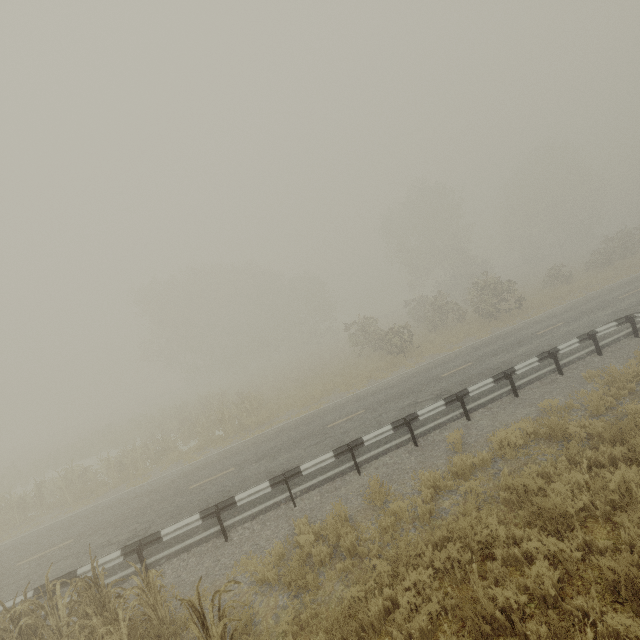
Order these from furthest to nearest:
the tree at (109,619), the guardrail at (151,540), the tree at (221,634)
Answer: the guardrail at (151,540) → the tree at (109,619) → the tree at (221,634)

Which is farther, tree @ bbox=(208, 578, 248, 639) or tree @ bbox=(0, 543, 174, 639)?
tree @ bbox=(0, 543, 174, 639)

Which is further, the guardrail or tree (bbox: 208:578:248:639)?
the guardrail

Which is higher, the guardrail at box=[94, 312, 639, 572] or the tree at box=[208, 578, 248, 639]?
the tree at box=[208, 578, 248, 639]

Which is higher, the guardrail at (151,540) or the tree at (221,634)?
the tree at (221,634)

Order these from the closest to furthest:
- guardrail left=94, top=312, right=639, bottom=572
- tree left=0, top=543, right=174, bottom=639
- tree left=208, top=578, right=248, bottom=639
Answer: tree left=208, top=578, right=248, bottom=639, tree left=0, top=543, right=174, bottom=639, guardrail left=94, top=312, right=639, bottom=572

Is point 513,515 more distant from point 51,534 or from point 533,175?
point 533,175
